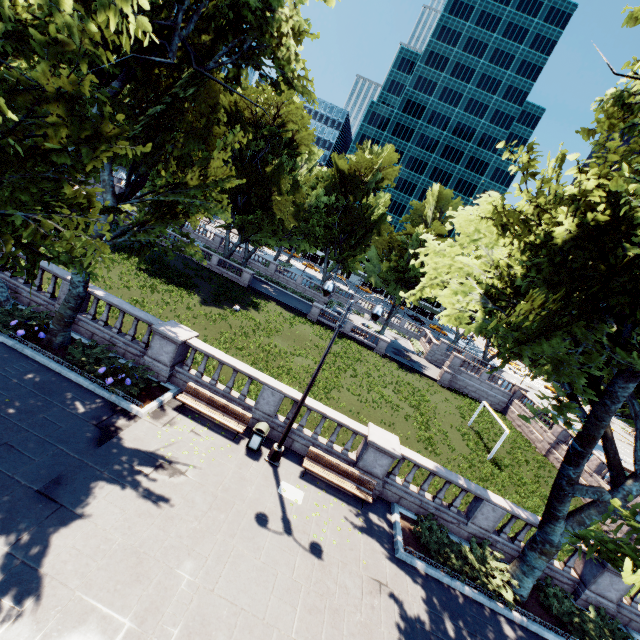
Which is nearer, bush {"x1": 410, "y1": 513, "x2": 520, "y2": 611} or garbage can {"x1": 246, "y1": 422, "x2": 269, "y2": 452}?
bush {"x1": 410, "y1": 513, "x2": 520, "y2": 611}

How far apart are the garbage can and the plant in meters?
8.9 m

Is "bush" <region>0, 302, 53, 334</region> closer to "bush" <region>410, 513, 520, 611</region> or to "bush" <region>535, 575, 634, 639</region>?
"bush" <region>410, 513, 520, 611</region>

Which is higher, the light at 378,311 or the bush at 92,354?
the light at 378,311

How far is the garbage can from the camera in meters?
12.2 m

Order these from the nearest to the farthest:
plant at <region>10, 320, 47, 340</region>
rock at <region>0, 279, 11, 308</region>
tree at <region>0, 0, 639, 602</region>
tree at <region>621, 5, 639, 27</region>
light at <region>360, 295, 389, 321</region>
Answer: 1. tree at <region>0, 0, 639, 602</region>
2. tree at <region>621, 5, 639, 27</region>
3. light at <region>360, 295, 389, 321</region>
4. plant at <region>10, 320, 47, 340</region>
5. rock at <region>0, 279, 11, 308</region>

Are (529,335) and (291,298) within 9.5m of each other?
no

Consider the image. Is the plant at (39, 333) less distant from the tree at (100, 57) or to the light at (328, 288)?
the tree at (100, 57)
